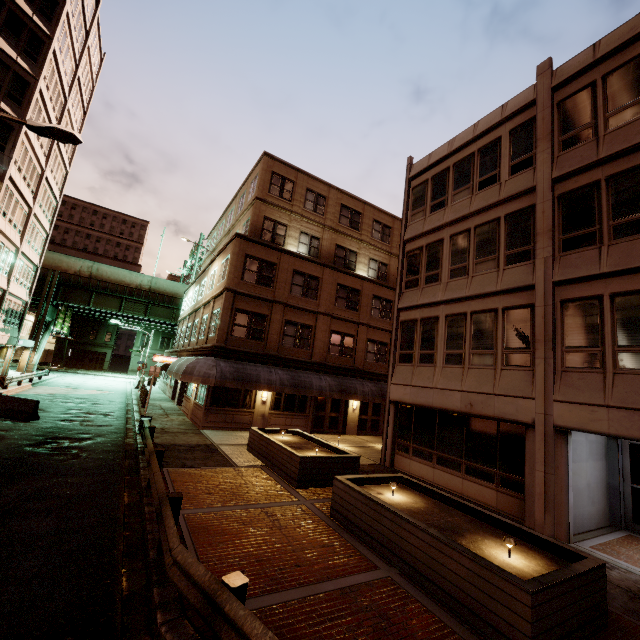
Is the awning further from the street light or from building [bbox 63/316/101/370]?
building [bbox 63/316/101/370]

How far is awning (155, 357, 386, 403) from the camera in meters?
17.2 m

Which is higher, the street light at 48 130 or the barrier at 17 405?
the street light at 48 130

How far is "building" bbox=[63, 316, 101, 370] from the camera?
58.1 meters

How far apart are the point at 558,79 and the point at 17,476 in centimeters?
2163cm

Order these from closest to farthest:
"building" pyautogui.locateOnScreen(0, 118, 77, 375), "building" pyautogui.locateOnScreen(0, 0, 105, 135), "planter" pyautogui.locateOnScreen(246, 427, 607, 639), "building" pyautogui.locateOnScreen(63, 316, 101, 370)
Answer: "planter" pyautogui.locateOnScreen(246, 427, 607, 639)
"building" pyautogui.locateOnScreen(0, 0, 105, 135)
"building" pyautogui.locateOnScreen(0, 118, 77, 375)
"building" pyautogui.locateOnScreen(63, 316, 101, 370)

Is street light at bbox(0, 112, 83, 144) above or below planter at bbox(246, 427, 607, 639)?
above

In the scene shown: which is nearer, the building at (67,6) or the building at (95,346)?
the building at (67,6)
